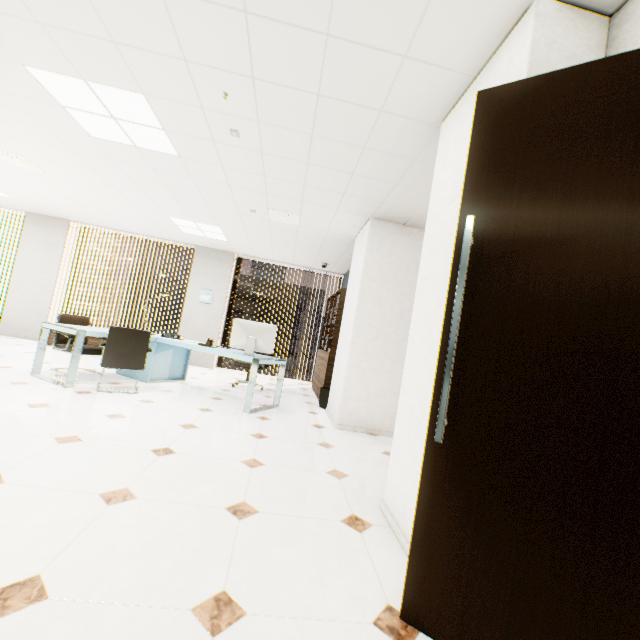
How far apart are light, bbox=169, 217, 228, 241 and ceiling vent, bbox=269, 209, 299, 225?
1.5 meters

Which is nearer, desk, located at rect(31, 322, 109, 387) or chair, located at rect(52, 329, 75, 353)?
desk, located at rect(31, 322, 109, 387)

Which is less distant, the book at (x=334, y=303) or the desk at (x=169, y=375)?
the desk at (x=169, y=375)

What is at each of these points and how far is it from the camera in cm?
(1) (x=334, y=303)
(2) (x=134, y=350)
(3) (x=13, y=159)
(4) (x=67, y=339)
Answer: (1) book, 659
(2) chair, 431
(3) ceiling vent, 471
(4) chair, 505

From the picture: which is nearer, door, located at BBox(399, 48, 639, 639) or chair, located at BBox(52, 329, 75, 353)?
door, located at BBox(399, 48, 639, 639)

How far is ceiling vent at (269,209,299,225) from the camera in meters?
5.0

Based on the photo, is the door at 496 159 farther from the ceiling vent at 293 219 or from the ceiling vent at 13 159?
the ceiling vent at 13 159

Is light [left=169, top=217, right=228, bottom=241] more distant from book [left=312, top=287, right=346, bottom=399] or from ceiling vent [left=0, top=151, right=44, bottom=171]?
book [left=312, top=287, right=346, bottom=399]
